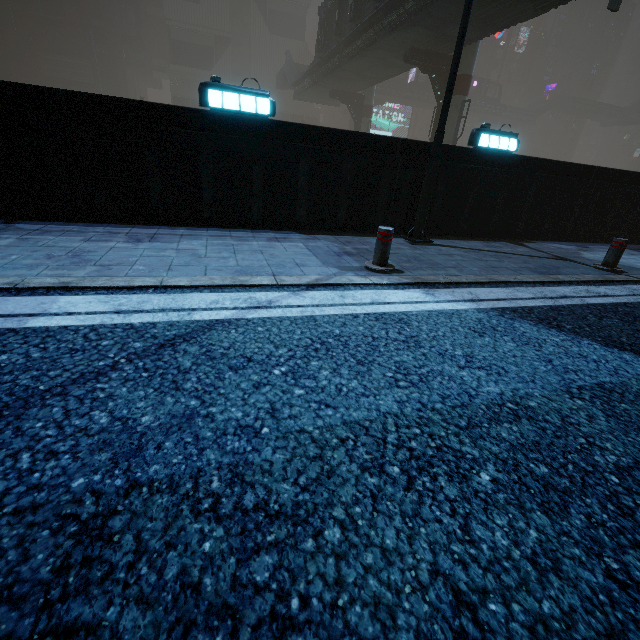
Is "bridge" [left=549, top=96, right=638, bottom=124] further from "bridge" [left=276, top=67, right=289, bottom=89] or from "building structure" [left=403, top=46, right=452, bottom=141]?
"building structure" [left=403, top=46, right=452, bottom=141]

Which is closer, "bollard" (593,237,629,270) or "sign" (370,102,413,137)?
"bollard" (593,237,629,270)

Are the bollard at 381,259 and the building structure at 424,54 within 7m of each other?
no

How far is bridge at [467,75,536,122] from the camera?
47.9m

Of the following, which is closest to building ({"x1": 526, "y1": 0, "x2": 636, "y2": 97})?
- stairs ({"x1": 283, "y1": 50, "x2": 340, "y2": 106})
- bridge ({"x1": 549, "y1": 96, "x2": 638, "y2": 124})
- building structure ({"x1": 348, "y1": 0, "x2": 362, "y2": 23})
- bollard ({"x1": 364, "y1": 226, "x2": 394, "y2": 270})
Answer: bollard ({"x1": 364, "y1": 226, "x2": 394, "y2": 270})

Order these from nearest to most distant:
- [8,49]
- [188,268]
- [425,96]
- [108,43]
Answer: [188,268] → [8,49] → [108,43] → [425,96]

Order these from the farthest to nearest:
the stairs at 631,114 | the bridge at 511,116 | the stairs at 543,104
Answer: the stairs at 631,114 → the stairs at 543,104 → the bridge at 511,116

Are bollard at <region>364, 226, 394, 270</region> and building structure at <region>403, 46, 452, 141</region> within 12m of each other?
no
